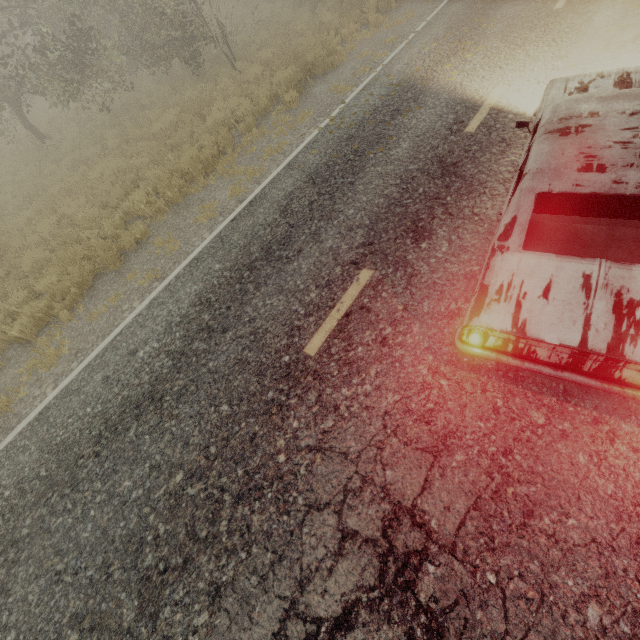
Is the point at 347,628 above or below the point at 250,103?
above

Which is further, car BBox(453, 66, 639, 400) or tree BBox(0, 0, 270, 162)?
tree BBox(0, 0, 270, 162)

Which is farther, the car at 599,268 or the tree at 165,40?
the tree at 165,40
